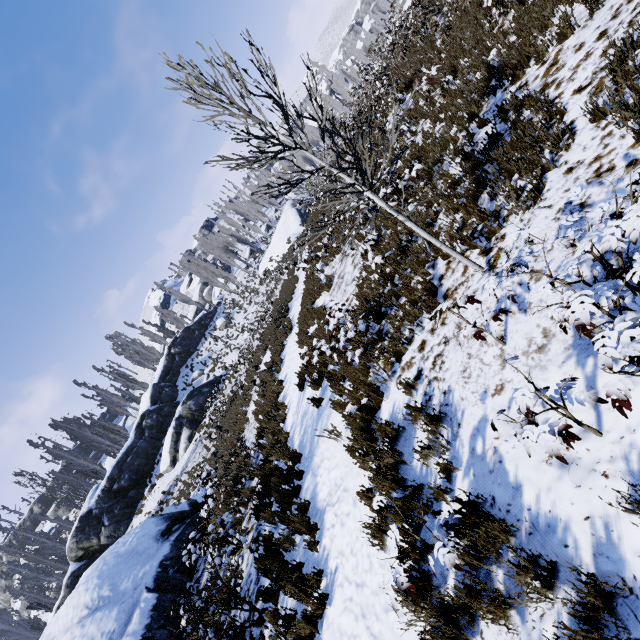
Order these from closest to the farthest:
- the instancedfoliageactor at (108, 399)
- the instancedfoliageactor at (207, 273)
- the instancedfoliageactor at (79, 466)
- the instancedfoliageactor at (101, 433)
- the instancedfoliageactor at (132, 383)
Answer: the instancedfoliageactor at (79, 466), the instancedfoliageactor at (101, 433), the instancedfoliageactor at (108, 399), the instancedfoliageactor at (207, 273), the instancedfoliageactor at (132, 383)

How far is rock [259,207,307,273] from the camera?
39.5 meters

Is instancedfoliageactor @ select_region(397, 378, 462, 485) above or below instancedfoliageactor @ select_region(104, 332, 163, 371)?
below

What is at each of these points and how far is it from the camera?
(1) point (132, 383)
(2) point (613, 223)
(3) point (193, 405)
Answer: (1) instancedfoliageactor, 47.6m
(2) instancedfoliageactor, 2.2m
(3) rock, 27.8m

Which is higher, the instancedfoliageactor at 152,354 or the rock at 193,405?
the instancedfoliageactor at 152,354

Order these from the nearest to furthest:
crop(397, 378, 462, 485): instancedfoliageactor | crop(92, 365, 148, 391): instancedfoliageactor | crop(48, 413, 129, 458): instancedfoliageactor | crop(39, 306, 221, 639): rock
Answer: crop(397, 378, 462, 485): instancedfoliageactor, crop(39, 306, 221, 639): rock, crop(48, 413, 129, 458): instancedfoliageactor, crop(92, 365, 148, 391): instancedfoliageactor

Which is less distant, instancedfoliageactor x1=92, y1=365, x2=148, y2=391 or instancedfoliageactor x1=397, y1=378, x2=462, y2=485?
instancedfoliageactor x1=397, y1=378, x2=462, y2=485

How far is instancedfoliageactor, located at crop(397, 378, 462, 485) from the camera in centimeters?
380cm
